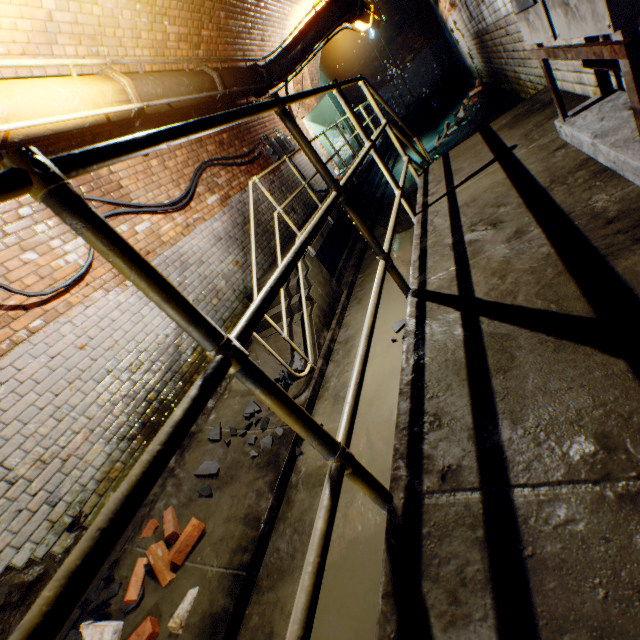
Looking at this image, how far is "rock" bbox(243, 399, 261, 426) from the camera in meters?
3.7

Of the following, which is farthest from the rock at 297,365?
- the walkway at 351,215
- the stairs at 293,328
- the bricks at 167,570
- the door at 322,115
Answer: the door at 322,115

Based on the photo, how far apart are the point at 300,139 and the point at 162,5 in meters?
4.9 m

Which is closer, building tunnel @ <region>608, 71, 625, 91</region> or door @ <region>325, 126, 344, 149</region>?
building tunnel @ <region>608, 71, 625, 91</region>

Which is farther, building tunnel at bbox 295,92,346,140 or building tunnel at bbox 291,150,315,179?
building tunnel at bbox 295,92,346,140

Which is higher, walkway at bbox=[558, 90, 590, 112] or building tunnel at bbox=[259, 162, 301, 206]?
building tunnel at bbox=[259, 162, 301, 206]

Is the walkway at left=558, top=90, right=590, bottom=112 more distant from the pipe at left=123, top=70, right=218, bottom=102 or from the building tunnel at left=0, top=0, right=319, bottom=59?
the pipe at left=123, top=70, right=218, bottom=102

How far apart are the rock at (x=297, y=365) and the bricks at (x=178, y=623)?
1.4 meters
